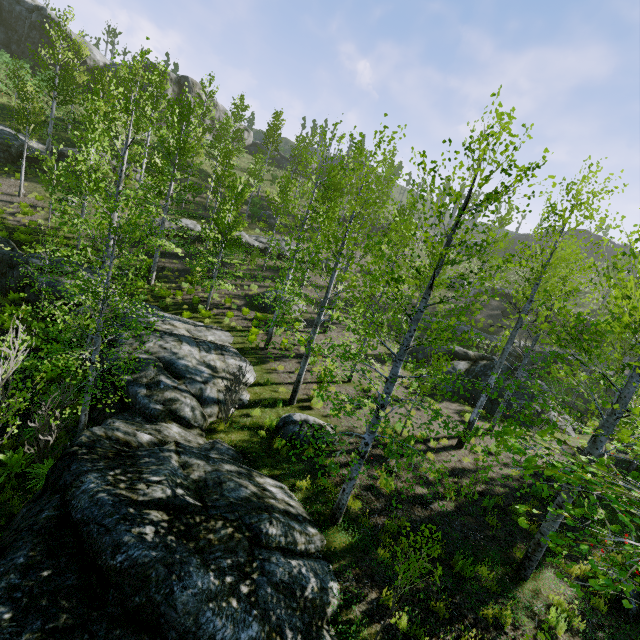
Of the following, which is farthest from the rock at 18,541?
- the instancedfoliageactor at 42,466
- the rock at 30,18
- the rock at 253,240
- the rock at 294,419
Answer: the rock at 30,18

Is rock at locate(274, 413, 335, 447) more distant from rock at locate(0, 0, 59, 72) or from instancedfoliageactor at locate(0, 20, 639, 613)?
rock at locate(0, 0, 59, 72)

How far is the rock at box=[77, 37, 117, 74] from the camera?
A: 39.4 meters

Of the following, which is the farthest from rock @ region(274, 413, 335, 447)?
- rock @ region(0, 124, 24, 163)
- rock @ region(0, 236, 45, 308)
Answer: rock @ region(0, 124, 24, 163)

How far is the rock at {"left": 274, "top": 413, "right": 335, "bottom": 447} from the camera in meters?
9.5 m

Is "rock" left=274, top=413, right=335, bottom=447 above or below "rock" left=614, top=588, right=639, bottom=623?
below

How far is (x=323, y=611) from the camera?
5.02m

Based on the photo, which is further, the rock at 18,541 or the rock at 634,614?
the rock at 634,614
